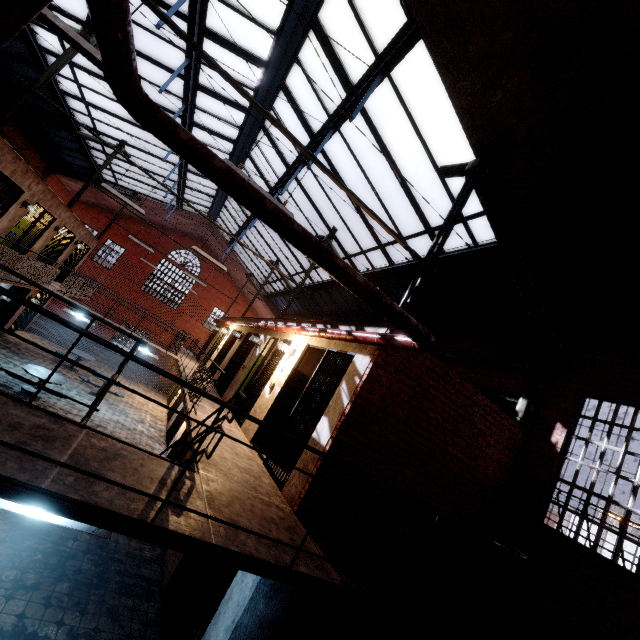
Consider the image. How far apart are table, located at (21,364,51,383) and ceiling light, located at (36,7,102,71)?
10.0m

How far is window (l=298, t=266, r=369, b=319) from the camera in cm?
1329

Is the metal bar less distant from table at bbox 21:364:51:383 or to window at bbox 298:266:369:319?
window at bbox 298:266:369:319

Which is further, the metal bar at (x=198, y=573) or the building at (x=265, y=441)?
the building at (x=265, y=441)

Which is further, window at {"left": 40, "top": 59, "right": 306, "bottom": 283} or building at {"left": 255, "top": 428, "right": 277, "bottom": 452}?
window at {"left": 40, "top": 59, "right": 306, "bottom": 283}

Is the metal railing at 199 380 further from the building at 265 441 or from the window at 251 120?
the window at 251 120

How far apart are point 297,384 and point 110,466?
4.6 meters

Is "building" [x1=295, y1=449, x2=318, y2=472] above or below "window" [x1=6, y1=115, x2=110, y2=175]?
below
